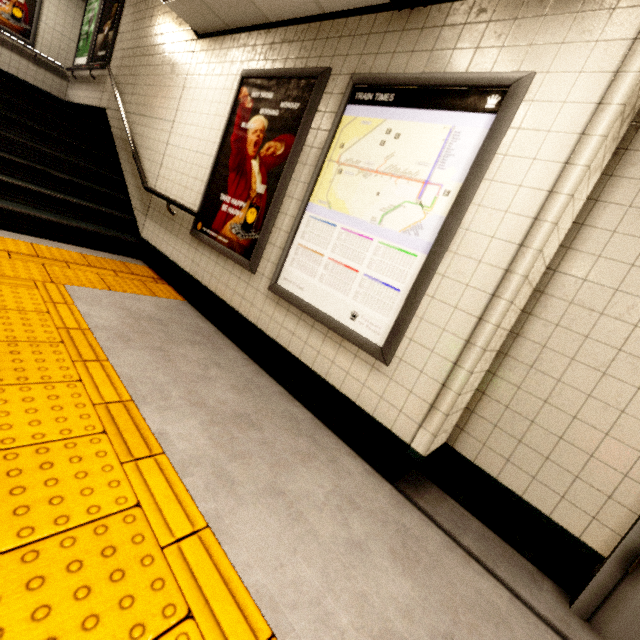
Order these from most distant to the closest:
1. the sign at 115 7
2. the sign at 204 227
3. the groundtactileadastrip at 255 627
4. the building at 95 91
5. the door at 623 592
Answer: the building at 95 91 < the sign at 115 7 < the sign at 204 227 < the door at 623 592 < the groundtactileadastrip at 255 627

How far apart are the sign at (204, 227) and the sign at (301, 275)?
0.3m

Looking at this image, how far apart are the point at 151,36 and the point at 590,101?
6.1 meters

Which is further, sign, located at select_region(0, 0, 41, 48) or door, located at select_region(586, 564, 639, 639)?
sign, located at select_region(0, 0, 41, 48)

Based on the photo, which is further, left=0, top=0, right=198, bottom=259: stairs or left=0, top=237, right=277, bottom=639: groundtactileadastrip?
left=0, top=0, right=198, bottom=259: stairs

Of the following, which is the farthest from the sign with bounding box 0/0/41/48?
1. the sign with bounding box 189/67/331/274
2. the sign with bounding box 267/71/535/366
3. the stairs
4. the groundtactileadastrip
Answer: the sign with bounding box 267/71/535/366

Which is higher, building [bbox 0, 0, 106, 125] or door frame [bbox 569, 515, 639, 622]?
building [bbox 0, 0, 106, 125]

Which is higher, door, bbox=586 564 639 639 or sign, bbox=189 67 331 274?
sign, bbox=189 67 331 274
